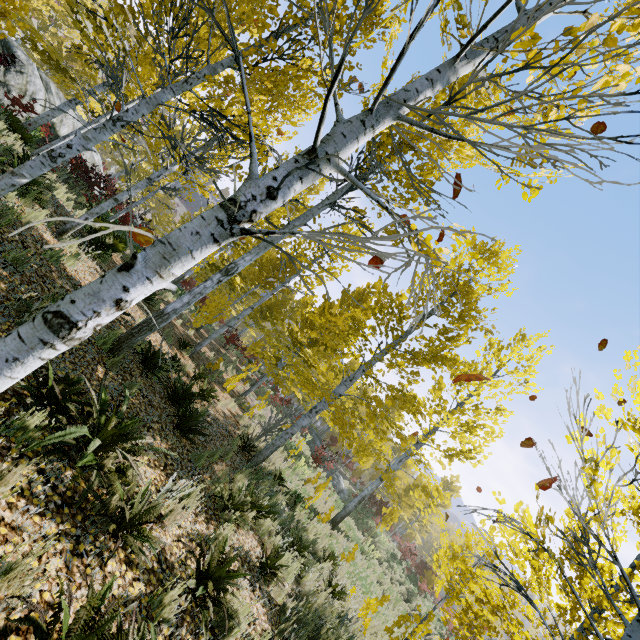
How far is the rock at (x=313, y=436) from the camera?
27.09m

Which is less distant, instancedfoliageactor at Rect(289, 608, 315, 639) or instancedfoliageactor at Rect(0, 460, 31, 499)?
instancedfoliageactor at Rect(0, 460, 31, 499)

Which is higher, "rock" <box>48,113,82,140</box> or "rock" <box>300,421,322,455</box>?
"rock" <box>48,113,82,140</box>

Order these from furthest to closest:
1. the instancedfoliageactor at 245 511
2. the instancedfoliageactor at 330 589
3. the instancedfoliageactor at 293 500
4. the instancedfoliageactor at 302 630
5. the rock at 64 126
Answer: the rock at 64 126 < the instancedfoliageactor at 293 500 < the instancedfoliageactor at 330 589 < the instancedfoliageactor at 302 630 < the instancedfoliageactor at 245 511

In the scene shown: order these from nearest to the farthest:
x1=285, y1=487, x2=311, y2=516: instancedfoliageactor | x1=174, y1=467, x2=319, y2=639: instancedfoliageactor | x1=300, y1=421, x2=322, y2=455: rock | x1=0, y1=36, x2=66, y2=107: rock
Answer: x1=174, y1=467, x2=319, y2=639: instancedfoliageactor < x1=285, y1=487, x2=311, y2=516: instancedfoliageactor < x1=0, y1=36, x2=66, y2=107: rock < x1=300, y1=421, x2=322, y2=455: rock

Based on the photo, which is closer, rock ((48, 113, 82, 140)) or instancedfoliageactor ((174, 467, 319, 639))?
instancedfoliageactor ((174, 467, 319, 639))

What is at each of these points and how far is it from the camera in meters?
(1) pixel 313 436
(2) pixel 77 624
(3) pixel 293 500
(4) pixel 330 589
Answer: (1) rock, 29.1 m
(2) instancedfoliageactor, 2.1 m
(3) instancedfoliageactor, 10.0 m
(4) instancedfoliageactor, 6.9 m

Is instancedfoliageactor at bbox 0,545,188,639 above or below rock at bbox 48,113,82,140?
below
